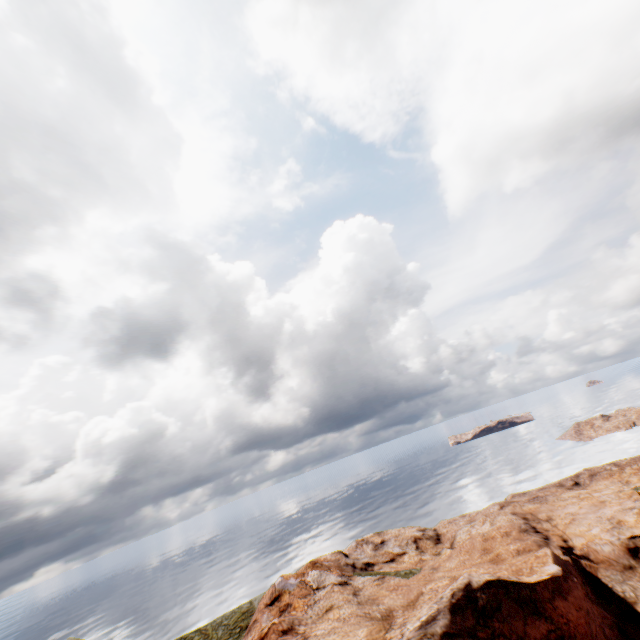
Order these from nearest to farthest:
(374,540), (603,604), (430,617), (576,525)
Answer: (430,617) < (603,604) < (576,525) < (374,540)
